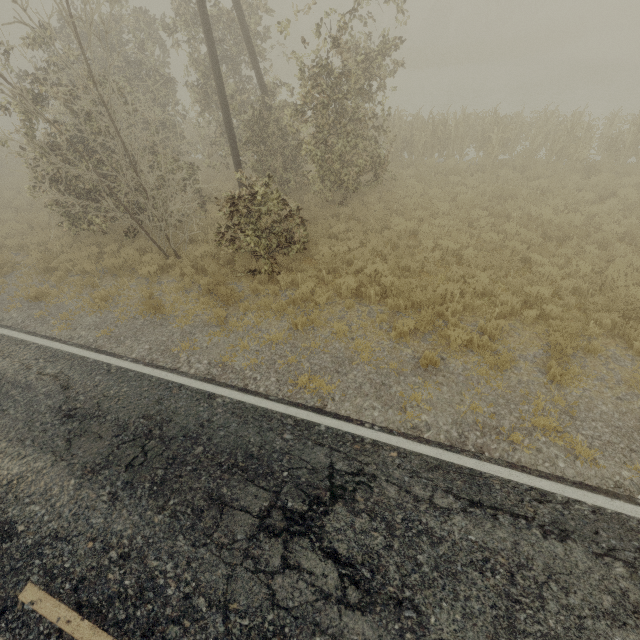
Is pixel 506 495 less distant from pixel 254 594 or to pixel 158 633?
pixel 254 594
